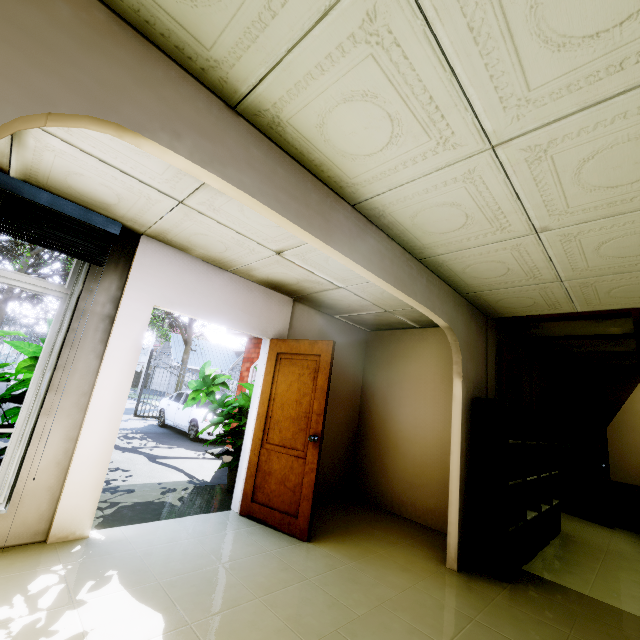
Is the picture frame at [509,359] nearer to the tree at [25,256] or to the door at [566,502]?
the door at [566,502]

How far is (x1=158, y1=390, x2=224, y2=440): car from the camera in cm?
986

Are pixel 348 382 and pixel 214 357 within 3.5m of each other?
no

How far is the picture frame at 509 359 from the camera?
4.40m

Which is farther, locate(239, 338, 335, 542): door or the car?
the car

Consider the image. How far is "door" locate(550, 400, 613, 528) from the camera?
5.7m

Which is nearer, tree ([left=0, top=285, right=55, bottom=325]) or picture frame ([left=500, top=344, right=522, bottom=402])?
picture frame ([left=500, top=344, right=522, bottom=402])

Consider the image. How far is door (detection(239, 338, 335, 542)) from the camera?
3.43m
